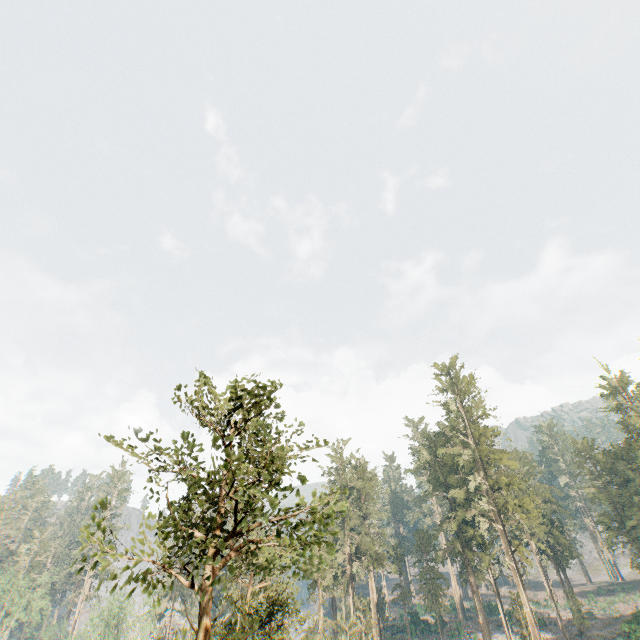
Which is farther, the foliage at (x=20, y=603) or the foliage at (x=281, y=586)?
the foliage at (x=20, y=603)

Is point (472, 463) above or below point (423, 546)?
above

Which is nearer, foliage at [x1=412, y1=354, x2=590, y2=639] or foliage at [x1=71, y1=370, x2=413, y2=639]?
foliage at [x1=71, y1=370, x2=413, y2=639]

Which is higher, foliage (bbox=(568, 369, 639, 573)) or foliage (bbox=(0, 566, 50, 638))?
foliage (bbox=(568, 369, 639, 573))

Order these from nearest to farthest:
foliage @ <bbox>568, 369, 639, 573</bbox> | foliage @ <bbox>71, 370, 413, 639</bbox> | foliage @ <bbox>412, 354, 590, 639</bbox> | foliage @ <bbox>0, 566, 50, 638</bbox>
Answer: foliage @ <bbox>71, 370, 413, 639</bbox> < foliage @ <bbox>412, 354, 590, 639</bbox> < foliage @ <bbox>568, 369, 639, 573</bbox> < foliage @ <bbox>0, 566, 50, 638</bbox>

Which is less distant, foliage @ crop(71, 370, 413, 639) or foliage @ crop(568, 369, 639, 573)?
foliage @ crop(71, 370, 413, 639)

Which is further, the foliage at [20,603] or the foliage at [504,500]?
the foliage at [20,603]
